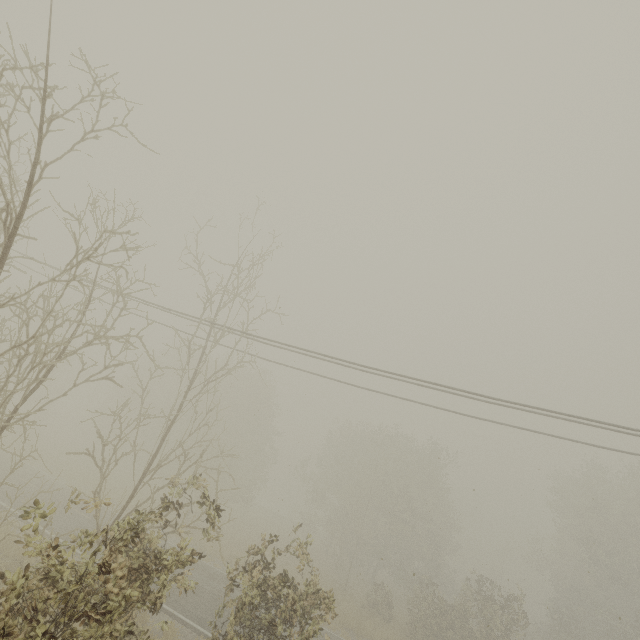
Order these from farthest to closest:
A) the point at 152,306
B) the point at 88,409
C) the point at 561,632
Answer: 1. the point at 88,409
2. the point at 561,632
3. the point at 152,306
